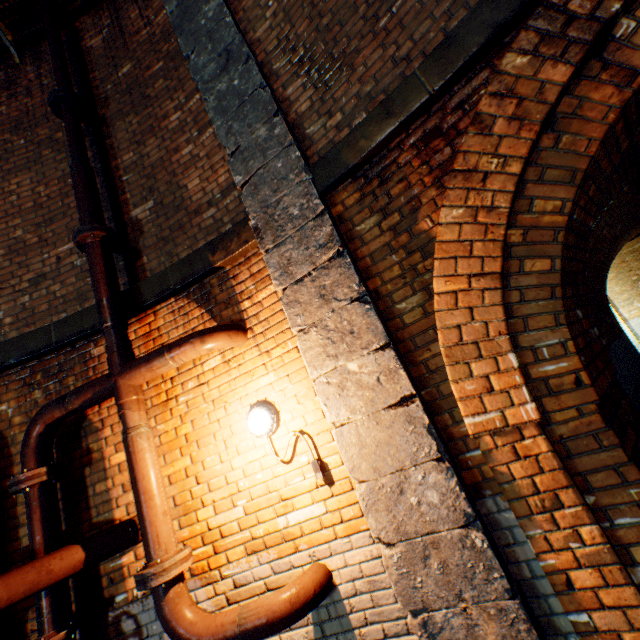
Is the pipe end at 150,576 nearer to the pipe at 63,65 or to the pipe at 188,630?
the pipe at 188,630

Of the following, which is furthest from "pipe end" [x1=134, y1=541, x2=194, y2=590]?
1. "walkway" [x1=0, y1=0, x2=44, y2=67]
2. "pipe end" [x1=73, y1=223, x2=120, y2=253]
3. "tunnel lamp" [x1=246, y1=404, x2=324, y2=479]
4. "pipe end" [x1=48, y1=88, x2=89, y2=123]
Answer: "walkway" [x1=0, y1=0, x2=44, y2=67]

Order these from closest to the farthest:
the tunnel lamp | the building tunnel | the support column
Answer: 1. the support column
2. the tunnel lamp
3. the building tunnel

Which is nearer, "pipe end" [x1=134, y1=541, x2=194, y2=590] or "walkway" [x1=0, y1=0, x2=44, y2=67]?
"pipe end" [x1=134, y1=541, x2=194, y2=590]

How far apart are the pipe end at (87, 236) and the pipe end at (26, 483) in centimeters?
202cm

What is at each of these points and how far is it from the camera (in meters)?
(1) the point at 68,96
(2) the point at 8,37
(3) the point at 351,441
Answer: (1) pipe end, 3.71
(2) walkway, 4.75
(3) support column, 2.24

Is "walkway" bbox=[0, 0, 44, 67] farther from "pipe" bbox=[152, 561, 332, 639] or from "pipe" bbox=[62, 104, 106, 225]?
"pipe" bbox=[152, 561, 332, 639]

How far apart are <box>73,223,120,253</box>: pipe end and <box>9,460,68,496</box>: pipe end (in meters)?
2.02
